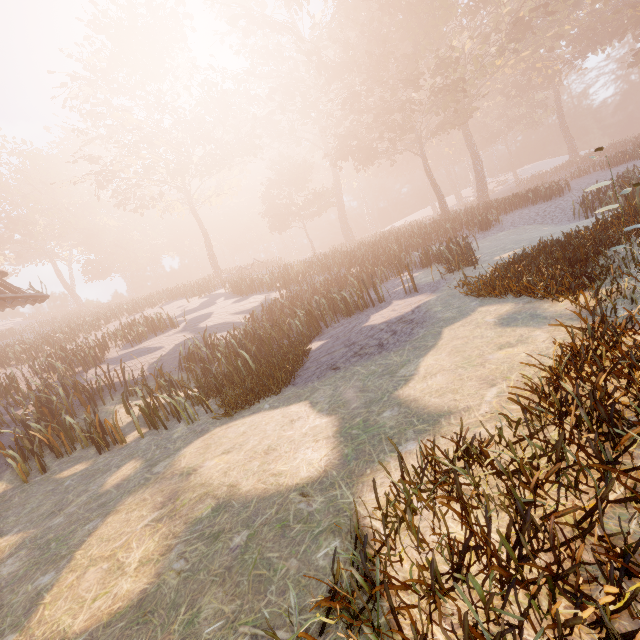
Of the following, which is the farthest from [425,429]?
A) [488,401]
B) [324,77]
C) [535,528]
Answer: [324,77]
